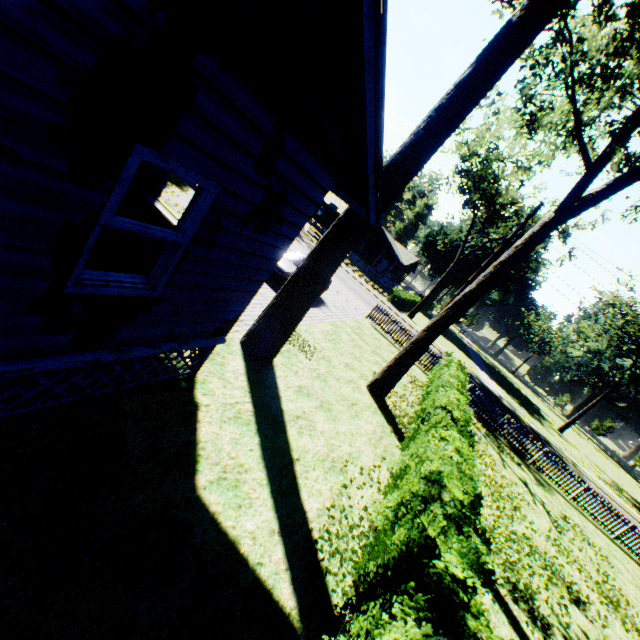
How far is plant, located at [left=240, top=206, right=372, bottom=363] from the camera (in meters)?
7.30

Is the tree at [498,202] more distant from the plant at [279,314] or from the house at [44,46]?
the house at [44,46]

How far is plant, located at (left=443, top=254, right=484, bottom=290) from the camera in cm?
5341

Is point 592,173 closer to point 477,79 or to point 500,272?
point 500,272

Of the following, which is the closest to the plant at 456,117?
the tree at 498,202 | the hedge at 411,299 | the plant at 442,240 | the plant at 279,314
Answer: the plant at 279,314

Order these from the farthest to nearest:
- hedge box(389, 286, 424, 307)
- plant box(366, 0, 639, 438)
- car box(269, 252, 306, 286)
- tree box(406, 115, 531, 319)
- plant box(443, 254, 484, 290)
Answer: plant box(443, 254, 484, 290) < hedge box(389, 286, 424, 307) < tree box(406, 115, 531, 319) < car box(269, 252, 306, 286) < plant box(366, 0, 639, 438)

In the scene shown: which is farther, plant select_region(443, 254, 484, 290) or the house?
plant select_region(443, 254, 484, 290)

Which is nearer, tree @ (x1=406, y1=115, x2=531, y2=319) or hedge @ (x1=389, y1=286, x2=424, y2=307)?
tree @ (x1=406, y1=115, x2=531, y2=319)
